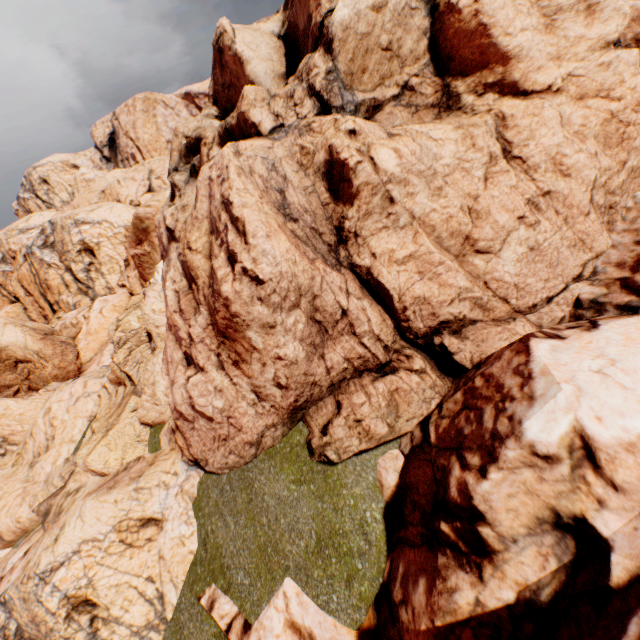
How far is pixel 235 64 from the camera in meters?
8.6 m
